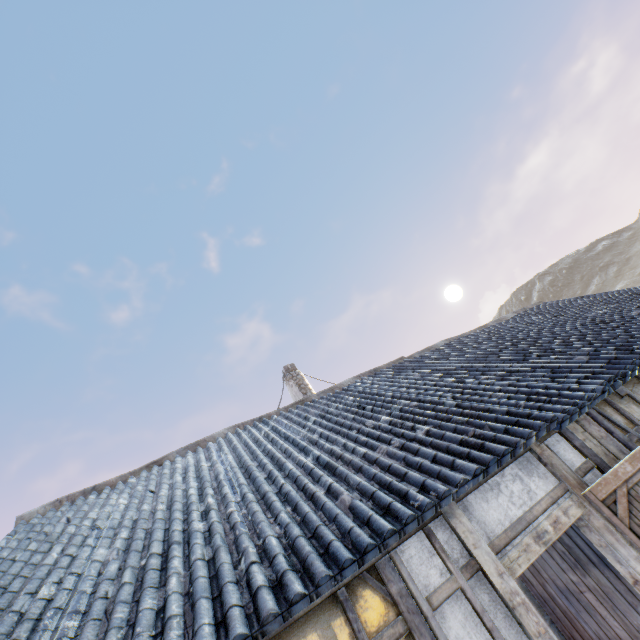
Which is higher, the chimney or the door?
the chimney

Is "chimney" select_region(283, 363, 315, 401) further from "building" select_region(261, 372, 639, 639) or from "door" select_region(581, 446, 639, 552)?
"door" select_region(581, 446, 639, 552)

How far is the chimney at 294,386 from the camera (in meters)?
10.83

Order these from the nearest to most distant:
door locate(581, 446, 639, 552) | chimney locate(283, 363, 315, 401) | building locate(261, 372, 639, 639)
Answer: building locate(261, 372, 639, 639)
door locate(581, 446, 639, 552)
chimney locate(283, 363, 315, 401)

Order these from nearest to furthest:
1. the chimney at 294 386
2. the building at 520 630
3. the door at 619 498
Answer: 1. the building at 520 630
2. the door at 619 498
3. the chimney at 294 386

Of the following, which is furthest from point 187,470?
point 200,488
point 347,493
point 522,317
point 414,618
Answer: point 522,317

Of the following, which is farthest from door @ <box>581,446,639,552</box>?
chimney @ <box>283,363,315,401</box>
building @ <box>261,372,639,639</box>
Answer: chimney @ <box>283,363,315,401</box>
